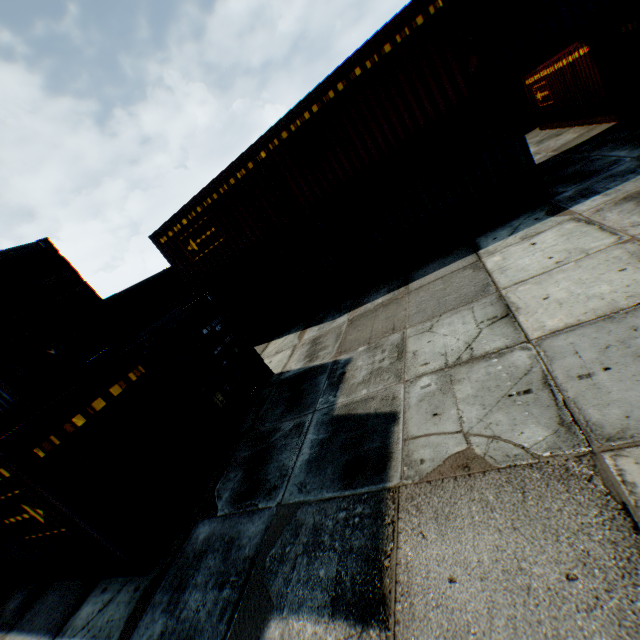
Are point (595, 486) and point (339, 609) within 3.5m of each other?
yes
